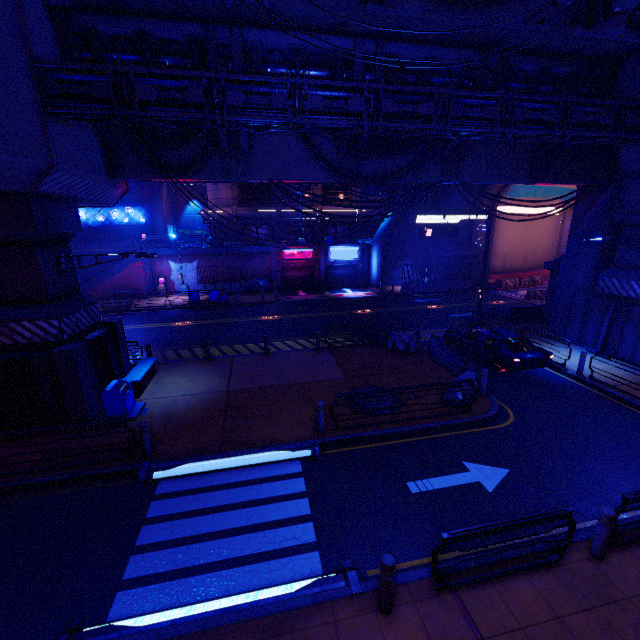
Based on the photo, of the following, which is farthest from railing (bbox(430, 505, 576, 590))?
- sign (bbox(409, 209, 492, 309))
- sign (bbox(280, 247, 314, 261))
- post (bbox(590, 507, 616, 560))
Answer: sign (bbox(280, 247, 314, 261))

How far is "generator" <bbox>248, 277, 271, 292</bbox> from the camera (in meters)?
33.28

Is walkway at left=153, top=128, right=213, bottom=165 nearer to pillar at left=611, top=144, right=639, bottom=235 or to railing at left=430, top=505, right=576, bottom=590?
pillar at left=611, top=144, right=639, bottom=235

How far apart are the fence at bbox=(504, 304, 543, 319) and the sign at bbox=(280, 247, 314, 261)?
19.5m

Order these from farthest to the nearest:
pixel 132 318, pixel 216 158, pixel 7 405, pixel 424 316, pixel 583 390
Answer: pixel 132 318 → pixel 424 316 → pixel 216 158 → pixel 583 390 → pixel 7 405

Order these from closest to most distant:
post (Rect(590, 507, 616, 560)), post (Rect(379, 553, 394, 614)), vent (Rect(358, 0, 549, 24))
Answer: post (Rect(379, 553, 394, 614)) < post (Rect(590, 507, 616, 560)) < vent (Rect(358, 0, 549, 24))

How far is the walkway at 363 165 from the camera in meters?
14.0

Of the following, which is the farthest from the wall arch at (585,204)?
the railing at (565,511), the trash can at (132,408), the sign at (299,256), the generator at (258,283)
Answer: the trash can at (132,408)
